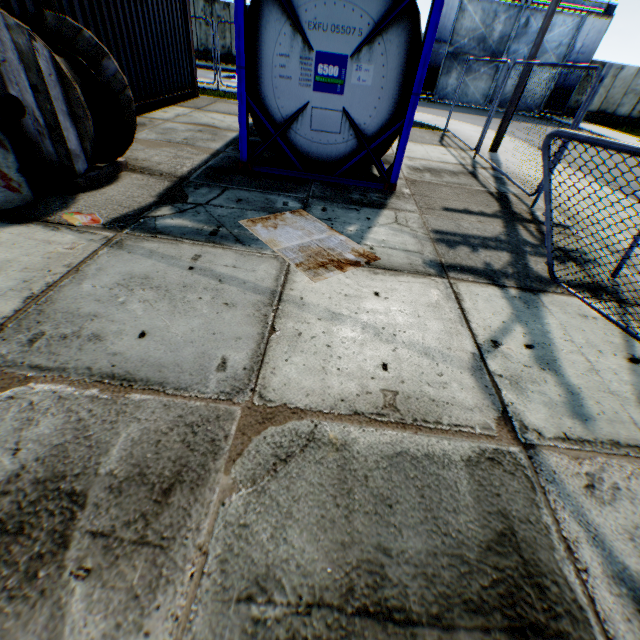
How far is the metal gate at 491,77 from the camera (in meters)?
22.77

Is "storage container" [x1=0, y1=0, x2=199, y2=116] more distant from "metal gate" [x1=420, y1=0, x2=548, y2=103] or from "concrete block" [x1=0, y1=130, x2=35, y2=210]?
"metal gate" [x1=420, y1=0, x2=548, y2=103]

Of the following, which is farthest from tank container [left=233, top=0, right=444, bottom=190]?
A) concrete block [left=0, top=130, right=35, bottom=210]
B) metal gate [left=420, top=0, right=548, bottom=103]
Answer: metal gate [left=420, top=0, right=548, bottom=103]

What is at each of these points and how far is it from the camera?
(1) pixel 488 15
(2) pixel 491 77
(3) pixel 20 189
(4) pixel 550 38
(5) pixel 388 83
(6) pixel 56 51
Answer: (1) metal gate, 21.1m
(2) metal gate, 23.1m
(3) concrete block, 3.8m
(4) metal gate, 21.6m
(5) tank container, 5.1m
(6) cable spool, 4.1m

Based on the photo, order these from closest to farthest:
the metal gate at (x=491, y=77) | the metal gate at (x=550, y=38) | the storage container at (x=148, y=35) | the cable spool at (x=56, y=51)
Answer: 1. the cable spool at (x=56, y=51)
2. the storage container at (x=148, y=35)
3. the metal gate at (x=550, y=38)
4. the metal gate at (x=491, y=77)

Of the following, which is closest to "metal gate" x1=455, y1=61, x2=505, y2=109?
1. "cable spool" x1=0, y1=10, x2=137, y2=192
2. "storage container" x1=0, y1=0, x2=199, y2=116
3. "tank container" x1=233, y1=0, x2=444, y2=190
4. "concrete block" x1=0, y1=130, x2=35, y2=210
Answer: "tank container" x1=233, y1=0, x2=444, y2=190

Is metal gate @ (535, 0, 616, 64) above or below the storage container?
above

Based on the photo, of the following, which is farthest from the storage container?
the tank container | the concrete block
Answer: the tank container
